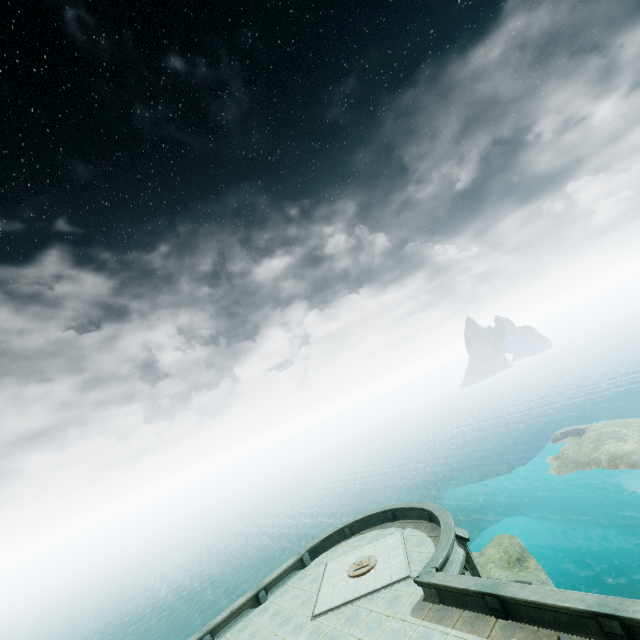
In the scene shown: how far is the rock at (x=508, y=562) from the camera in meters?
23.3

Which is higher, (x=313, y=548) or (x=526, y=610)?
(x=313, y=548)

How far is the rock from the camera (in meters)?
23.27
